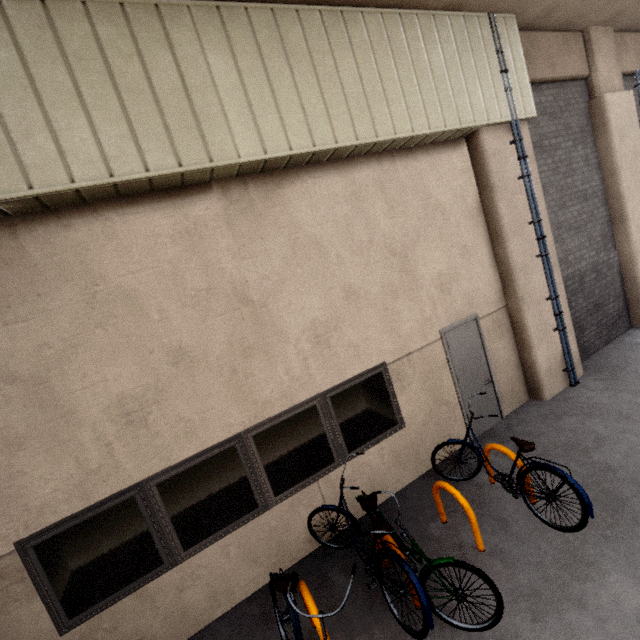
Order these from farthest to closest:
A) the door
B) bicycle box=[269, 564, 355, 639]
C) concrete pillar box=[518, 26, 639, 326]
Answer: concrete pillar box=[518, 26, 639, 326], the door, bicycle box=[269, 564, 355, 639]

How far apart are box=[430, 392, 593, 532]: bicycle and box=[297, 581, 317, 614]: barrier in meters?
2.5 m

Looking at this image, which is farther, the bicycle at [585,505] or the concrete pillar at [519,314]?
the concrete pillar at [519,314]

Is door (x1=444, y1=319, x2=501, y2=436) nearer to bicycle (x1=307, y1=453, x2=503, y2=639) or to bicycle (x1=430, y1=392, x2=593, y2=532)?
bicycle (x1=430, y1=392, x2=593, y2=532)

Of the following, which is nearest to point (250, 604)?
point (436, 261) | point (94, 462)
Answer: point (94, 462)

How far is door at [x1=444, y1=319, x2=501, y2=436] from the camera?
5.66m

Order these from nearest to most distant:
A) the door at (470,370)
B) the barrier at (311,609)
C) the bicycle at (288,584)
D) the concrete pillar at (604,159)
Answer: the bicycle at (288,584) < the barrier at (311,609) < the door at (470,370) < the concrete pillar at (604,159)

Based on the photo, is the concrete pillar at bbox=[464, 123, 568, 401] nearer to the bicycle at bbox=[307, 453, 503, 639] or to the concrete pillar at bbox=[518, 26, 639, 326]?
the concrete pillar at bbox=[518, 26, 639, 326]
